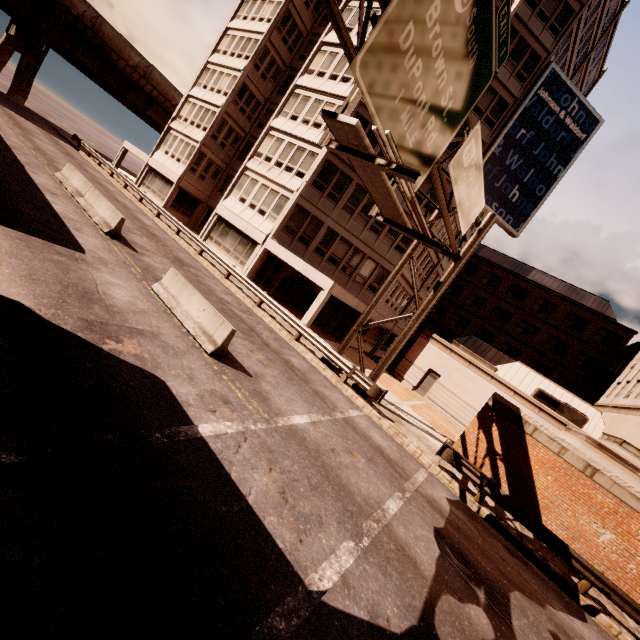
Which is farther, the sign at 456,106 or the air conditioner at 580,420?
the air conditioner at 580,420

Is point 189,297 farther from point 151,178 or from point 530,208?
point 151,178

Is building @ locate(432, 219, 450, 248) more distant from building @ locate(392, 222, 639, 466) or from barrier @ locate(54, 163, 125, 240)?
barrier @ locate(54, 163, 125, 240)

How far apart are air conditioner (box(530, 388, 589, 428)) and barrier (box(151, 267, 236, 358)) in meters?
23.7

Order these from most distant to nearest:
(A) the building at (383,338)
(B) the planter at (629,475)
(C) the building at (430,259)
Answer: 1. (A) the building at (383,338)
2. (C) the building at (430,259)
3. (B) the planter at (629,475)

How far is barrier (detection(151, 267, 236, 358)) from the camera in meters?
9.4

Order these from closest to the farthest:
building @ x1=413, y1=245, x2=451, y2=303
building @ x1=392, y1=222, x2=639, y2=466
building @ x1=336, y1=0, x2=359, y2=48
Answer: building @ x1=392, y1=222, x2=639, y2=466, building @ x1=336, y1=0, x2=359, y2=48, building @ x1=413, y1=245, x2=451, y2=303

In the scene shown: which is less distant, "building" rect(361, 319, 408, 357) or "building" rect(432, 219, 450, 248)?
"building" rect(432, 219, 450, 248)
